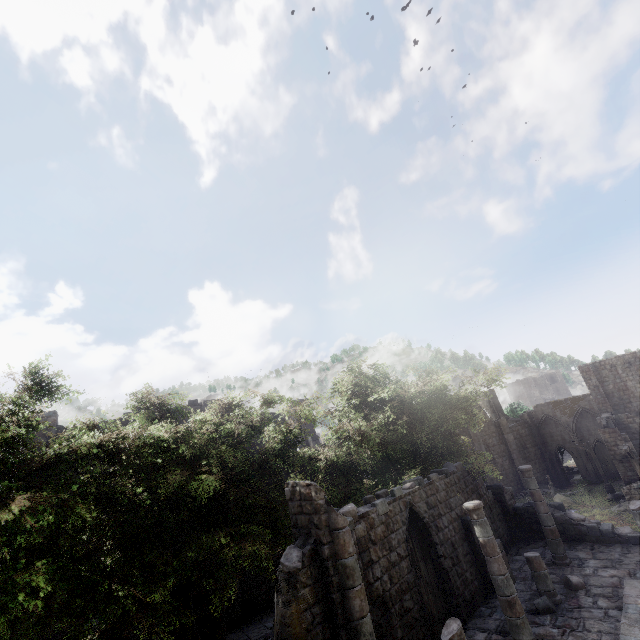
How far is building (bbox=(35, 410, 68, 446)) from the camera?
17.3m

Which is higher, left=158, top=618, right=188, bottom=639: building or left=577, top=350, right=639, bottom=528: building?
left=577, top=350, right=639, bottom=528: building

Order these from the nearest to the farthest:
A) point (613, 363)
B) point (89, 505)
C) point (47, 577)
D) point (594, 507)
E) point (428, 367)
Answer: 1. point (47, 577)
2. point (89, 505)
3. point (428, 367)
4. point (594, 507)
5. point (613, 363)

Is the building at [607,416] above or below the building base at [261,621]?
above

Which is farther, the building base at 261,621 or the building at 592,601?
the building base at 261,621

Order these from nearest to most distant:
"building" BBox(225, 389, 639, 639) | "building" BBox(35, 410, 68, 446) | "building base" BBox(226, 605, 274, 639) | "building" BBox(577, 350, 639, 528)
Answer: "building" BBox(225, 389, 639, 639), "building base" BBox(226, 605, 274, 639), "building" BBox(35, 410, 68, 446), "building" BBox(577, 350, 639, 528)
